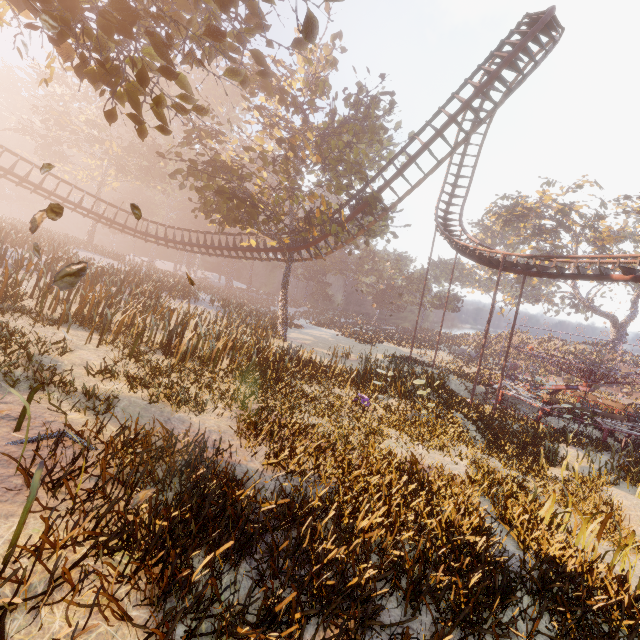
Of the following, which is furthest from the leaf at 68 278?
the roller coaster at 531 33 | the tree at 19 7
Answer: the roller coaster at 531 33

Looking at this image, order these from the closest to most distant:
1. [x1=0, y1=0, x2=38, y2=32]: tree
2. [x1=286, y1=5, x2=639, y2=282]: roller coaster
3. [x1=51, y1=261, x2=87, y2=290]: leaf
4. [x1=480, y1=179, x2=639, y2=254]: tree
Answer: [x1=51, y1=261, x2=87, y2=290]: leaf, [x1=0, y1=0, x2=38, y2=32]: tree, [x1=286, y1=5, x2=639, y2=282]: roller coaster, [x1=480, y1=179, x2=639, y2=254]: tree

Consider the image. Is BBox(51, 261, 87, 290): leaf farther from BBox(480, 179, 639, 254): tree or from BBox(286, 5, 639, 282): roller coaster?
BBox(480, 179, 639, 254): tree

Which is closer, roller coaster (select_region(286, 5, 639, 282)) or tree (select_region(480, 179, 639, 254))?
roller coaster (select_region(286, 5, 639, 282))

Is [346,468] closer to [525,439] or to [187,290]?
[525,439]

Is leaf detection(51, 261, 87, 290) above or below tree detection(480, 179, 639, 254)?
below

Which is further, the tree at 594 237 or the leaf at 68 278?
the tree at 594 237

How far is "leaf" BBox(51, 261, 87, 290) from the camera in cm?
302
